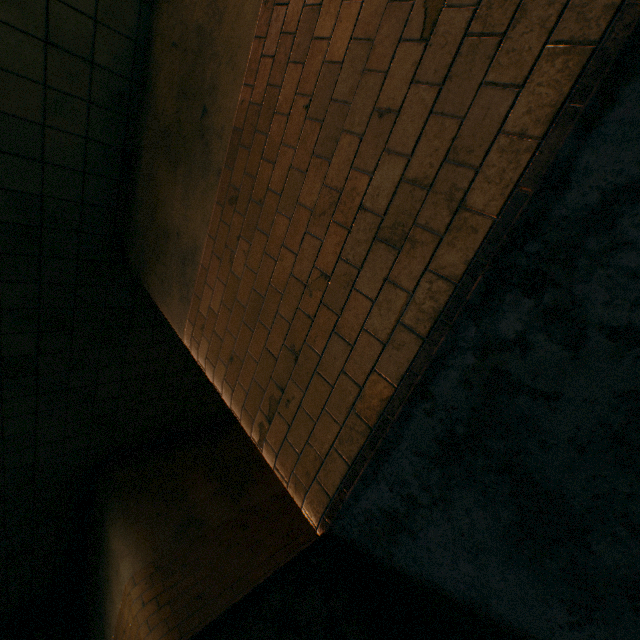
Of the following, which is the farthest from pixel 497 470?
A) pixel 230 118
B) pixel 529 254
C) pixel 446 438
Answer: pixel 230 118
